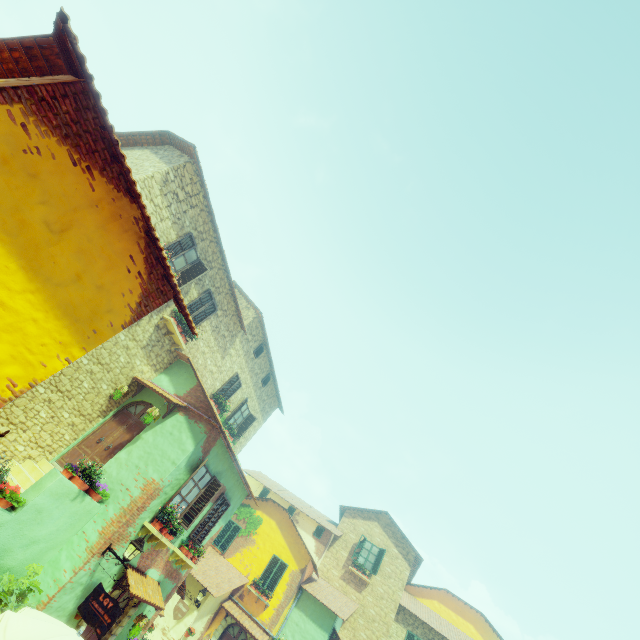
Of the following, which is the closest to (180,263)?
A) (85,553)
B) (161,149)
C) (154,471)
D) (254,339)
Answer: (161,149)

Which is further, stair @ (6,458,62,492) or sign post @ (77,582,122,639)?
stair @ (6,458,62,492)

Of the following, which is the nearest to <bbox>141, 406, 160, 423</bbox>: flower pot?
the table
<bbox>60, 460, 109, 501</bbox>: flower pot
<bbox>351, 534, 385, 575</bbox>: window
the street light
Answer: <bbox>60, 460, 109, 501</bbox>: flower pot

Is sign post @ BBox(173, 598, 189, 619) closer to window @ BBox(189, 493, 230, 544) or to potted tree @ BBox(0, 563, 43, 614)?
potted tree @ BBox(0, 563, 43, 614)

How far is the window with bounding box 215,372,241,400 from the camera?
16.0m

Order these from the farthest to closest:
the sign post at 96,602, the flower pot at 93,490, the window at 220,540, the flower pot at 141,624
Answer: the window at 220,540 < the flower pot at 141,624 < the flower pot at 93,490 < the sign post at 96,602

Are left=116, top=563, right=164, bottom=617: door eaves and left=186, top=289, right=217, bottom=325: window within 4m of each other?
no

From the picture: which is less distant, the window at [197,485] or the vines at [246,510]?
the window at [197,485]
